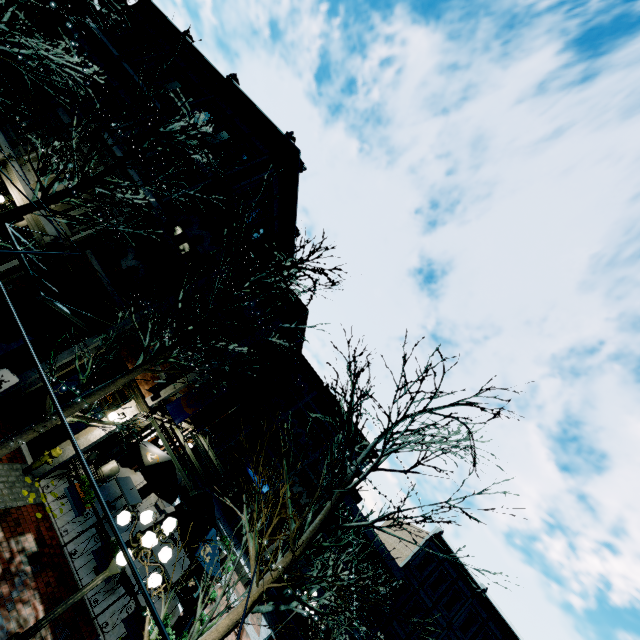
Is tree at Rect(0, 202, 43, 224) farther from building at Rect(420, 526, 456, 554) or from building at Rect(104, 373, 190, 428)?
building at Rect(420, 526, 456, 554)

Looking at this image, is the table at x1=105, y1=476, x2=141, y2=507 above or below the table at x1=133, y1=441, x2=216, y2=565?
below

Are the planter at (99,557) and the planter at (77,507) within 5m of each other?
yes

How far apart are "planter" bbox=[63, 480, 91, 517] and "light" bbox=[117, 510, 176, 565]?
3.6 meters

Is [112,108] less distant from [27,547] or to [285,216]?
[285,216]

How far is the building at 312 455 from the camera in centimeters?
2556cm

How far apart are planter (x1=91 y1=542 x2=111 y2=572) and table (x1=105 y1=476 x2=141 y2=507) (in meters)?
2.95

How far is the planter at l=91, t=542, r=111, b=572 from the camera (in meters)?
8.47
